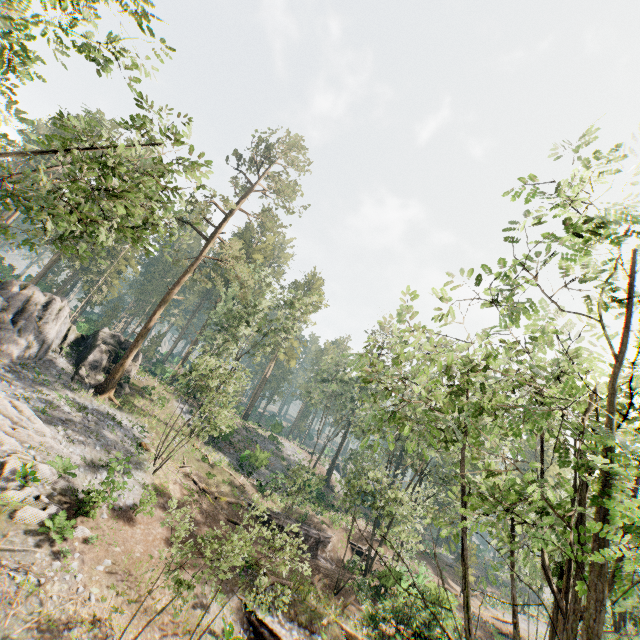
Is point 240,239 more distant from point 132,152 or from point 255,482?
point 132,152

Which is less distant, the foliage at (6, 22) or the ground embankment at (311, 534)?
the foliage at (6, 22)

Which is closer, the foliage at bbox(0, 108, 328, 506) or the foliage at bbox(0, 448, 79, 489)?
the foliage at bbox(0, 108, 328, 506)

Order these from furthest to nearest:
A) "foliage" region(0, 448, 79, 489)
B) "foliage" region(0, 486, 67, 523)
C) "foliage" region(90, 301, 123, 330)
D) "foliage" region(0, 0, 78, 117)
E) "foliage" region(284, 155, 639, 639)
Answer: "foliage" region(90, 301, 123, 330)
"foliage" region(0, 448, 79, 489)
"foliage" region(0, 486, 67, 523)
"foliage" region(0, 0, 78, 117)
"foliage" region(284, 155, 639, 639)

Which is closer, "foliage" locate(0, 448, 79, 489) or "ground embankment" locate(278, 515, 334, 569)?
"foliage" locate(0, 448, 79, 489)

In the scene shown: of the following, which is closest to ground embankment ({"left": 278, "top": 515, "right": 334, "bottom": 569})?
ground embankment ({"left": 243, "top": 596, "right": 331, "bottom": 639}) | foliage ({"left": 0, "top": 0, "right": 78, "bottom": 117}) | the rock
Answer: foliage ({"left": 0, "top": 0, "right": 78, "bottom": 117})

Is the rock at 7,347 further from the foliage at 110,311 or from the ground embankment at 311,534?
the ground embankment at 311,534

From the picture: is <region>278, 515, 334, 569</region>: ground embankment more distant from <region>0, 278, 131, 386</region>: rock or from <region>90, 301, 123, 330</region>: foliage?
<region>0, 278, 131, 386</region>: rock
